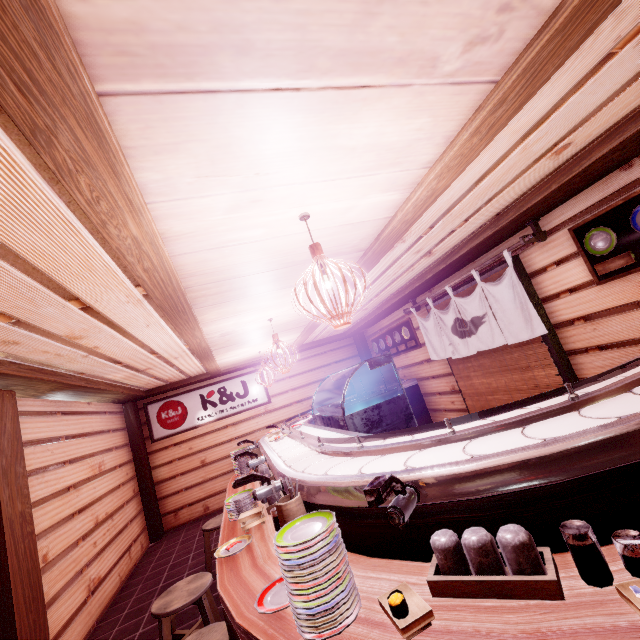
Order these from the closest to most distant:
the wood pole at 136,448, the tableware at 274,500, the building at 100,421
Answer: the tableware at 274,500 → the building at 100,421 → the wood pole at 136,448

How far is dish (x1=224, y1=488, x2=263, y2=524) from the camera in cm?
466

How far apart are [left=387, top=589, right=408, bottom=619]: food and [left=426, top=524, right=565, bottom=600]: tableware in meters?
0.3

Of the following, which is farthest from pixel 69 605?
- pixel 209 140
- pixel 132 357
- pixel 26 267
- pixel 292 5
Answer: pixel 292 5

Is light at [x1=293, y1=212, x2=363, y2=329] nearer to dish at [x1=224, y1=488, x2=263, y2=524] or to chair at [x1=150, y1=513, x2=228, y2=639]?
dish at [x1=224, y1=488, x2=263, y2=524]

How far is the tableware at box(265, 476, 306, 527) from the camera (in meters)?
3.41

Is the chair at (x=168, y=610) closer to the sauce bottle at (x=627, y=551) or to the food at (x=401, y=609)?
the food at (x=401, y=609)

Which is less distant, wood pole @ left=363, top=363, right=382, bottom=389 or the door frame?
the door frame
